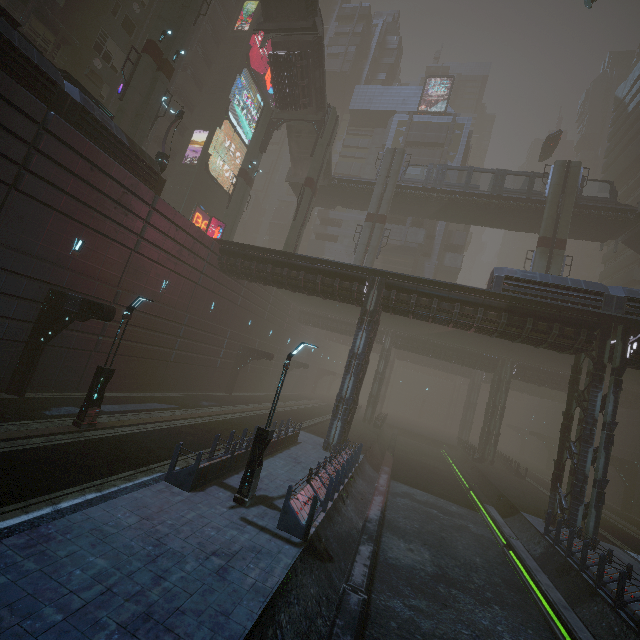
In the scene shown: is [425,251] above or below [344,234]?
below

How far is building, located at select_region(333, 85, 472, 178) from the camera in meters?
49.1

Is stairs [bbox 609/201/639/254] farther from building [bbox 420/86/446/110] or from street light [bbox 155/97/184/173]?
street light [bbox 155/97/184/173]

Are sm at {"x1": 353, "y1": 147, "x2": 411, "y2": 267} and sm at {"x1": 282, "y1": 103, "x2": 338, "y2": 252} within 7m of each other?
yes

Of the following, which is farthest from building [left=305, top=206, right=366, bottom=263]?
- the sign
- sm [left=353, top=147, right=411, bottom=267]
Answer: sm [left=353, top=147, right=411, bottom=267]

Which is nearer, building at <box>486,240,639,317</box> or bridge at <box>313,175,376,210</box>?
building at <box>486,240,639,317</box>

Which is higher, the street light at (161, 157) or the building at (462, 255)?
the building at (462, 255)

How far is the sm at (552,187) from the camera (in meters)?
28.77
